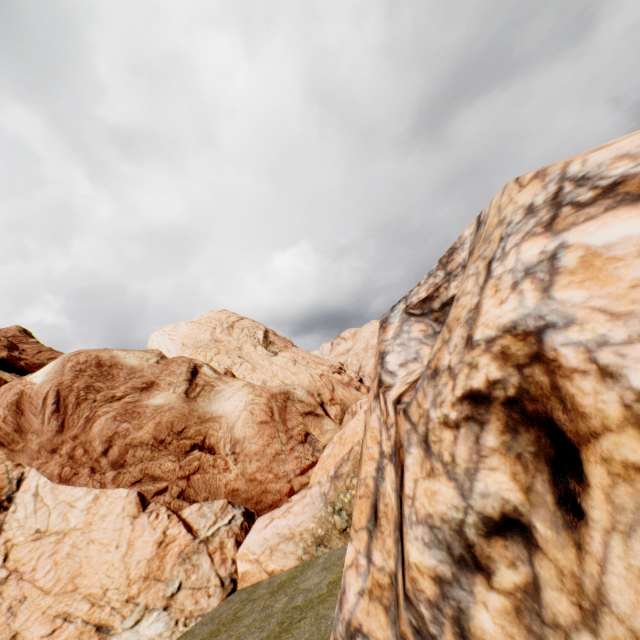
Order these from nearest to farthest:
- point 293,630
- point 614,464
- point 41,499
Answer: point 614,464, point 293,630, point 41,499
